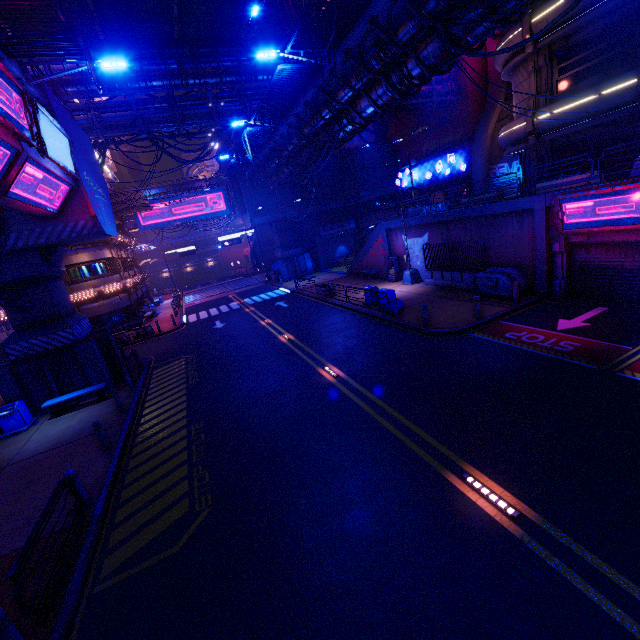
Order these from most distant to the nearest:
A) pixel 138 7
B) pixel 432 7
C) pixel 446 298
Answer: pixel 446 298 < pixel 138 7 < pixel 432 7

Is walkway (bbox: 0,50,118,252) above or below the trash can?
above

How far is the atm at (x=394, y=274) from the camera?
25.0m

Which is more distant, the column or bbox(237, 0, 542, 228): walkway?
the column

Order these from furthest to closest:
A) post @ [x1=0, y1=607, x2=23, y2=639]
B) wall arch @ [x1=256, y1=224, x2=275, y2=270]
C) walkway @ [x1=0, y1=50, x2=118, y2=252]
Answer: wall arch @ [x1=256, y1=224, x2=275, y2=270] → walkway @ [x1=0, y1=50, x2=118, y2=252] → post @ [x1=0, y1=607, x2=23, y2=639]

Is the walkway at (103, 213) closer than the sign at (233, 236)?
Yes

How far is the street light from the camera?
22.1m

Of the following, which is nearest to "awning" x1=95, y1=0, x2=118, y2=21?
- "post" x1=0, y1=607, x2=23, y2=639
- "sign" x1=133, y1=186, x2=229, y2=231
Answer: "post" x1=0, y1=607, x2=23, y2=639
